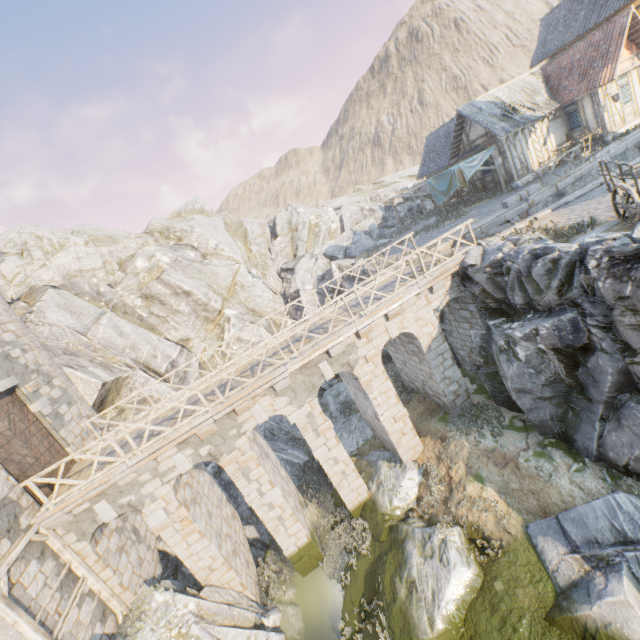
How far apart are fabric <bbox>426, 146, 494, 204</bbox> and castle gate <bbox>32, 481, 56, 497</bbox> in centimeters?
2532cm

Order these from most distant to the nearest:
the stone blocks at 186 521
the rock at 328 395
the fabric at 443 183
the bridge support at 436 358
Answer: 1. the fabric at 443 183
2. the bridge support at 436 358
3. the stone blocks at 186 521
4. the rock at 328 395

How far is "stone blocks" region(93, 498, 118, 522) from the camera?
10.6 meters

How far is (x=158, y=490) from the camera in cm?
1112

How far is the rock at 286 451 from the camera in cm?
1840

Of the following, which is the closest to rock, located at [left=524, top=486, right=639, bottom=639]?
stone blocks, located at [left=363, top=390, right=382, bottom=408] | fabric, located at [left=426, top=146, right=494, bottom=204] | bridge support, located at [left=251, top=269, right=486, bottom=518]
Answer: bridge support, located at [left=251, top=269, right=486, bottom=518]

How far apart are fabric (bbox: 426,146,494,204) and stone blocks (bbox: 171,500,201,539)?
22.8m

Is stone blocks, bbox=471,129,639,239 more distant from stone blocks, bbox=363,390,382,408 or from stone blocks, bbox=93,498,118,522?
stone blocks, bbox=363,390,382,408
